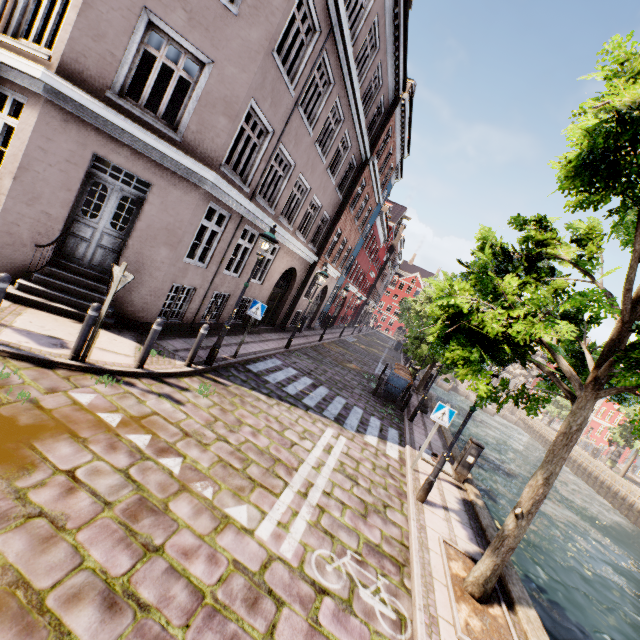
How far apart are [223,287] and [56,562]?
8.8m

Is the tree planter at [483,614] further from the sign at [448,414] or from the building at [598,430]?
the building at [598,430]

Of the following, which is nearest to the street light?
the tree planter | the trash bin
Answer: the tree planter

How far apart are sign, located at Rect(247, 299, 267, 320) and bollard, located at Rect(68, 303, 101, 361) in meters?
4.3 m

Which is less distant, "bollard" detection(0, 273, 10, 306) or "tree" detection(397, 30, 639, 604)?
"tree" detection(397, 30, 639, 604)

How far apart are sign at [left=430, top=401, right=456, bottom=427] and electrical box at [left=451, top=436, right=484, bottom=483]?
1.6m

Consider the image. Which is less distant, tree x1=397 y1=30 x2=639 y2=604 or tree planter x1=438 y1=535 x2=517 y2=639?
tree x1=397 y1=30 x2=639 y2=604

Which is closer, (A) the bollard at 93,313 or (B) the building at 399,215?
(A) the bollard at 93,313
